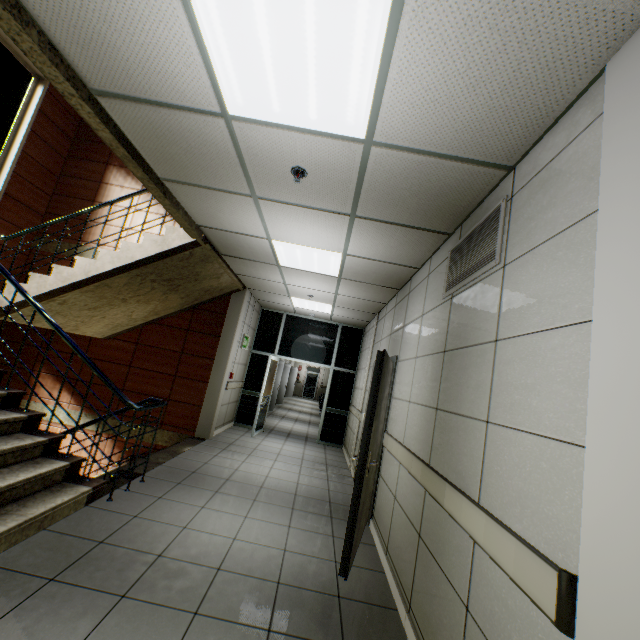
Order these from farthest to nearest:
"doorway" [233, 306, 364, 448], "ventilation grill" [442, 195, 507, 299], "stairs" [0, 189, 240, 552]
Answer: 1. "doorway" [233, 306, 364, 448]
2. "stairs" [0, 189, 240, 552]
3. "ventilation grill" [442, 195, 507, 299]

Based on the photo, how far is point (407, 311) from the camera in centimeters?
440cm

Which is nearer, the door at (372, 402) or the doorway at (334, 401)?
the door at (372, 402)

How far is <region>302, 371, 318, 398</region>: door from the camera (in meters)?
24.45

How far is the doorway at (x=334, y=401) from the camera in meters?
8.5 m

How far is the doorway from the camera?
8.5m

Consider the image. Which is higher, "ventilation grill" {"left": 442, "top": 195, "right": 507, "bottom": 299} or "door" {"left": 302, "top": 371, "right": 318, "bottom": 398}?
"ventilation grill" {"left": 442, "top": 195, "right": 507, "bottom": 299}

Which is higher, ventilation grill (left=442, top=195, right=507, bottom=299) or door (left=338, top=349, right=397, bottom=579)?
ventilation grill (left=442, top=195, right=507, bottom=299)
